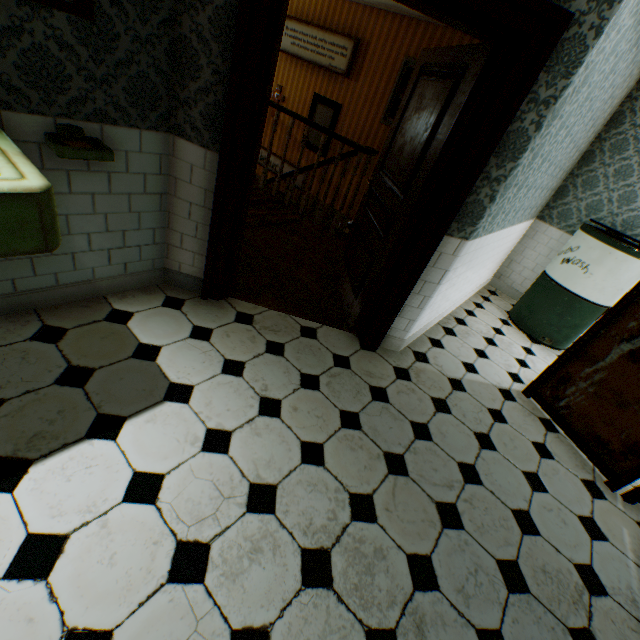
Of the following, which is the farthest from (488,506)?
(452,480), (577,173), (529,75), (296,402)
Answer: (577,173)

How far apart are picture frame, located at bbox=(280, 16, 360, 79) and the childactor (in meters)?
3.82

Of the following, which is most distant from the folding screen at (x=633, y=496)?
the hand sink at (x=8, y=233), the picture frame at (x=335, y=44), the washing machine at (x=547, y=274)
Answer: the picture frame at (x=335, y=44)

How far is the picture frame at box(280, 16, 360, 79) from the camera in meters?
5.8 m

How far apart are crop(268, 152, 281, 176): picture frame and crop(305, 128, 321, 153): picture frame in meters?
0.4 m

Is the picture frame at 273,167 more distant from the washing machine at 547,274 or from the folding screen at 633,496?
the folding screen at 633,496

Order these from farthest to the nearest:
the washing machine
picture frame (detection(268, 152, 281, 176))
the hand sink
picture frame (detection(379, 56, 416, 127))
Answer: picture frame (detection(268, 152, 281, 176)) < picture frame (detection(379, 56, 416, 127)) < the washing machine < the hand sink

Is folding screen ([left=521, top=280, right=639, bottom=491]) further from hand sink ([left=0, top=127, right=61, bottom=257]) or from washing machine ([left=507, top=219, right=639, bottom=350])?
hand sink ([left=0, top=127, right=61, bottom=257])
